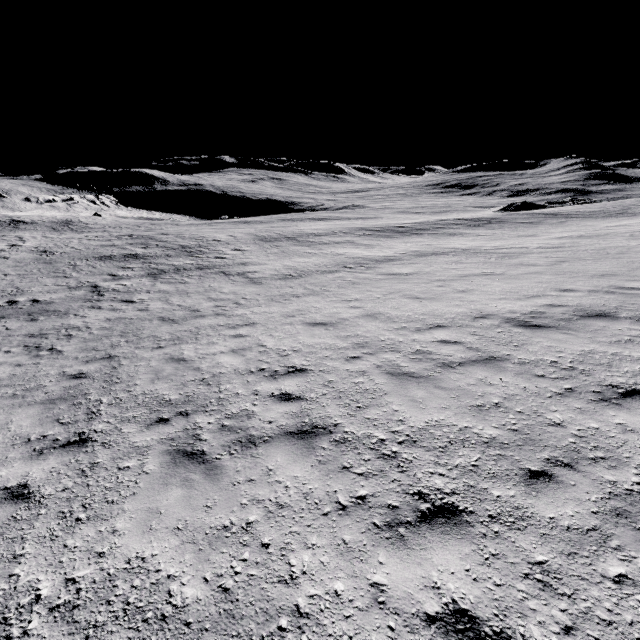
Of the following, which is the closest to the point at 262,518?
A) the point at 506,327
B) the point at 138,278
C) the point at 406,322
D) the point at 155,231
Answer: the point at 406,322
